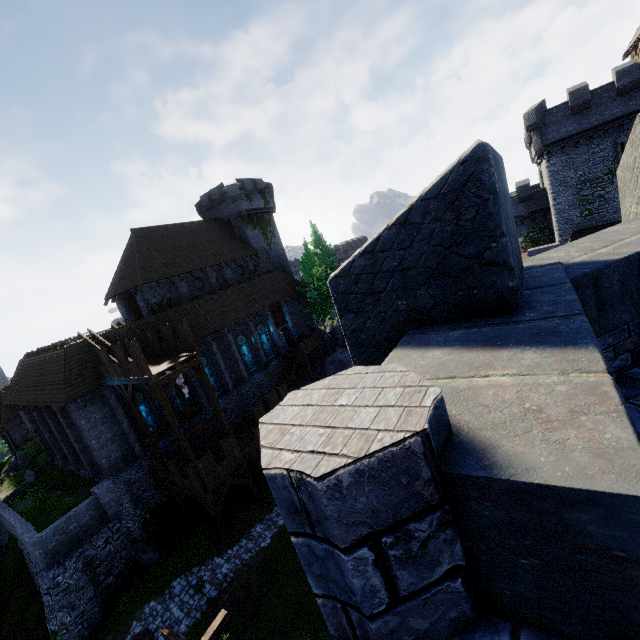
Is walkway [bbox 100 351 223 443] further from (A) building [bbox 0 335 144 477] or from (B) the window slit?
(B) the window slit

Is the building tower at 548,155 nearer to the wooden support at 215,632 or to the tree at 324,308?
the tree at 324,308

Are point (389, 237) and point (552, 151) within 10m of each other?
no

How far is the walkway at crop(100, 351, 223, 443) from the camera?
18.1m

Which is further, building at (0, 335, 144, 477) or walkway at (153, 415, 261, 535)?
building at (0, 335, 144, 477)

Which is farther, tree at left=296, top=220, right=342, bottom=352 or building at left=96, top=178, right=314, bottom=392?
tree at left=296, top=220, right=342, bottom=352

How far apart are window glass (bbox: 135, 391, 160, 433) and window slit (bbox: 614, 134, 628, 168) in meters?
43.6

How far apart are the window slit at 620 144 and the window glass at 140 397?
43.6m
